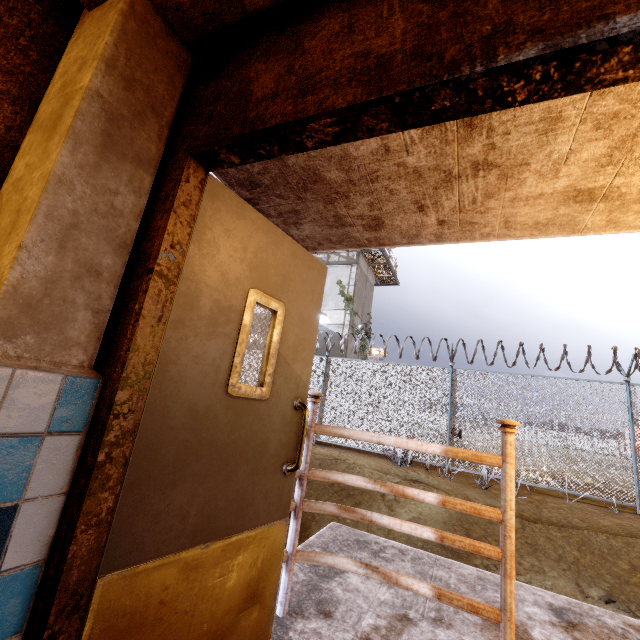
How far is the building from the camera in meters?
19.2

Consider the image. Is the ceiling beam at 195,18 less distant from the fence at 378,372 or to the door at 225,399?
the door at 225,399

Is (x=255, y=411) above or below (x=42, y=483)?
above

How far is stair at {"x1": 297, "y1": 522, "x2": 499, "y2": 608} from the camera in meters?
A: 2.7

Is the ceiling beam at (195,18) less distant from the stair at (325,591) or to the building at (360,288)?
the stair at (325,591)

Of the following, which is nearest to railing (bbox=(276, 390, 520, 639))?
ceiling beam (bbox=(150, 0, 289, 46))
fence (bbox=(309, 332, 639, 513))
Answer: ceiling beam (bbox=(150, 0, 289, 46))

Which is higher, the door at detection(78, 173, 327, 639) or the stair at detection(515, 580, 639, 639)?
the door at detection(78, 173, 327, 639)

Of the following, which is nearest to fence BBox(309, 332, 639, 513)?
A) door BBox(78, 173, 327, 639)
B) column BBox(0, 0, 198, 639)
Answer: door BBox(78, 173, 327, 639)
